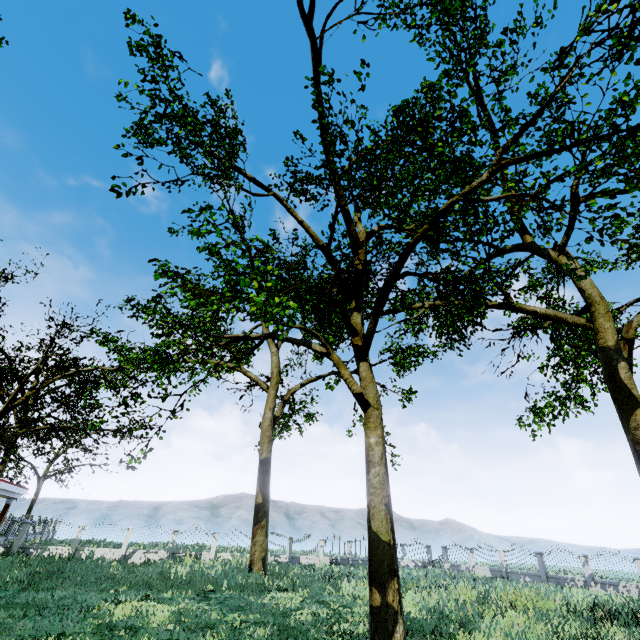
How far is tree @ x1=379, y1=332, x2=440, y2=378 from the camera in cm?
2477

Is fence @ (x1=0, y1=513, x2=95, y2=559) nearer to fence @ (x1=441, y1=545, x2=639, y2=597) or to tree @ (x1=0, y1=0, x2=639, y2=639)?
tree @ (x1=0, y1=0, x2=639, y2=639)

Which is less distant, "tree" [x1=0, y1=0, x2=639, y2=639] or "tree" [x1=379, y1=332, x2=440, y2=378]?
"tree" [x1=0, y1=0, x2=639, y2=639]

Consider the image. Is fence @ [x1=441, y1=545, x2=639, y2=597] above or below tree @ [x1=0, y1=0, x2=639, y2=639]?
below

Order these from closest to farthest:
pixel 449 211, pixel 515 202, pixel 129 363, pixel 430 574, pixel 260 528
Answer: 1. pixel 515 202
2. pixel 449 211
3. pixel 260 528
4. pixel 430 574
5. pixel 129 363

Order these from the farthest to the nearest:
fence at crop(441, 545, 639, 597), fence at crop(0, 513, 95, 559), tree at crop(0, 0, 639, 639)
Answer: fence at crop(0, 513, 95, 559)
fence at crop(441, 545, 639, 597)
tree at crop(0, 0, 639, 639)

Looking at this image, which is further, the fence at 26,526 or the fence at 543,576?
the fence at 26,526

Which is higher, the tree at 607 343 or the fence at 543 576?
the tree at 607 343
